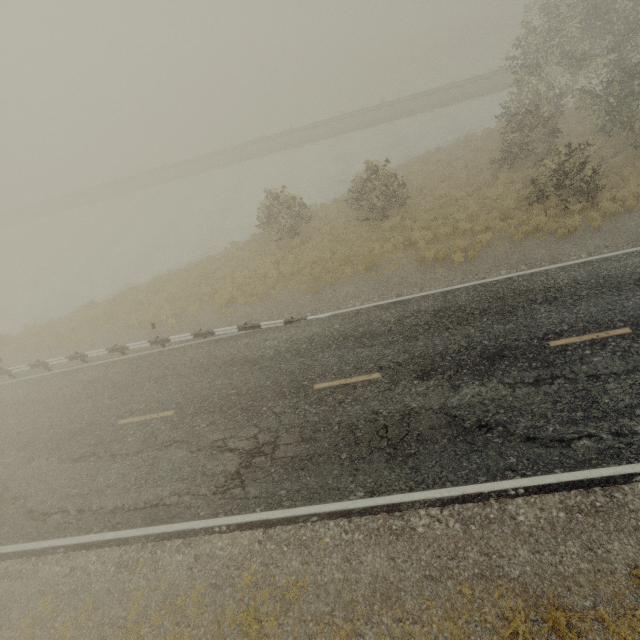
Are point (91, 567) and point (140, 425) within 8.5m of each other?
yes
